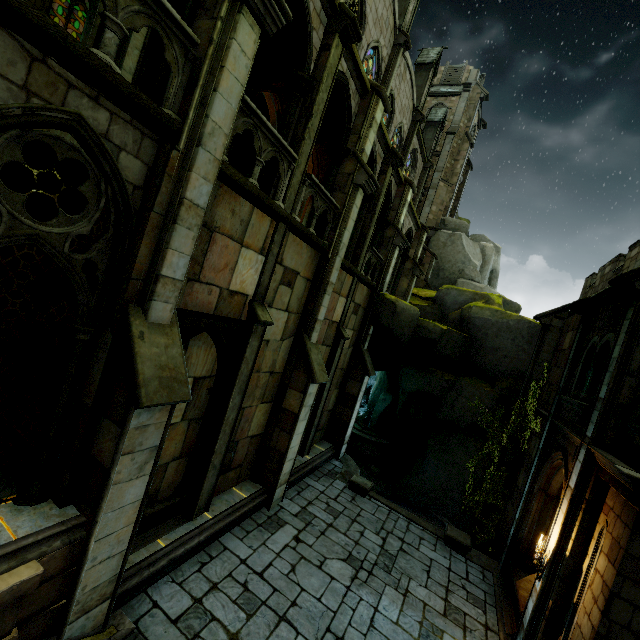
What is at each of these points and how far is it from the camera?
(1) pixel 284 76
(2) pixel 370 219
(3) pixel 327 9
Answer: (1) archway, 8.03m
(2) stone column, 13.59m
(3) building, 8.03m

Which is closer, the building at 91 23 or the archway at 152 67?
the building at 91 23

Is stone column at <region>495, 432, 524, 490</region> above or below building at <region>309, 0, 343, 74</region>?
below

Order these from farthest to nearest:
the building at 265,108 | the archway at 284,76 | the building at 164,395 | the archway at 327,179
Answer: the building at 265,108 < the archway at 327,179 < the archway at 284,76 < the building at 164,395

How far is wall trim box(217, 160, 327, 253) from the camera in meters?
6.4

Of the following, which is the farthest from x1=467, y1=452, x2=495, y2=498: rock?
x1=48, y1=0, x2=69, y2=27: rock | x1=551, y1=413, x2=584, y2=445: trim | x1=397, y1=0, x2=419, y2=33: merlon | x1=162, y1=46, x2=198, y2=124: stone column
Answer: x1=397, y1=0, x2=419, y2=33: merlon

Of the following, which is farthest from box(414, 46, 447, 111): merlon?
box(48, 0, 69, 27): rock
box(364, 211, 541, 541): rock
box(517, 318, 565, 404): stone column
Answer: box(517, 318, 565, 404): stone column

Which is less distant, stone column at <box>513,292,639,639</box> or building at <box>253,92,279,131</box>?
stone column at <box>513,292,639,639</box>
